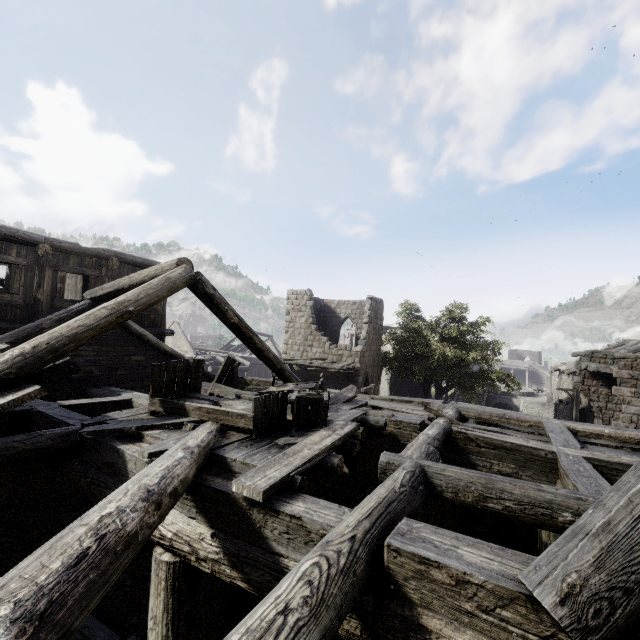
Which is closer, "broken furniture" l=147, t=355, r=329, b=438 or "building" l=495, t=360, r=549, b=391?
"broken furniture" l=147, t=355, r=329, b=438

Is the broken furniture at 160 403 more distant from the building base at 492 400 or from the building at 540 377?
the building base at 492 400

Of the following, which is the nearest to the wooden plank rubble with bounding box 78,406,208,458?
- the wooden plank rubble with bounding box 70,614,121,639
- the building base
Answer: the wooden plank rubble with bounding box 70,614,121,639

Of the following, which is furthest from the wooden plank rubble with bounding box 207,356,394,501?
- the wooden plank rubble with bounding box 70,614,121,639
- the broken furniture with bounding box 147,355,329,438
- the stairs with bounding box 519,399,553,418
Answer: the stairs with bounding box 519,399,553,418

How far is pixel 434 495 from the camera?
3.9m

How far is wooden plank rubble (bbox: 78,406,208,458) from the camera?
4.1m

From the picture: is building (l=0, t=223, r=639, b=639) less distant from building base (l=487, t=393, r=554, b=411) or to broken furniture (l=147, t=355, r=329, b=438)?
broken furniture (l=147, t=355, r=329, b=438)

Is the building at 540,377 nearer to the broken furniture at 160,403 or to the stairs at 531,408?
the broken furniture at 160,403
